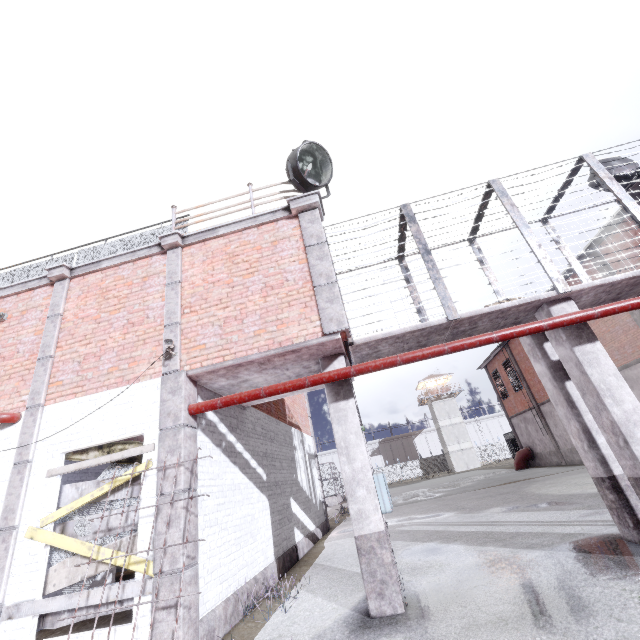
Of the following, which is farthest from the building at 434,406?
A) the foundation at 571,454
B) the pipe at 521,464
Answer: the foundation at 571,454

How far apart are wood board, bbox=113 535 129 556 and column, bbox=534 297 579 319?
7.30m

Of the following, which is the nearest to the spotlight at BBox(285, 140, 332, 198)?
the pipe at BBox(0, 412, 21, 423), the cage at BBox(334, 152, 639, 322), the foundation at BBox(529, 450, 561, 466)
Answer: the cage at BBox(334, 152, 639, 322)

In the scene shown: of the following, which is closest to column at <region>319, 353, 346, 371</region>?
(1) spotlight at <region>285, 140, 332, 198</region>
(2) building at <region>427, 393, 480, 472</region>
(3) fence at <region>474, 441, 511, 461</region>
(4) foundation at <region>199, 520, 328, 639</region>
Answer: (4) foundation at <region>199, 520, 328, 639</region>

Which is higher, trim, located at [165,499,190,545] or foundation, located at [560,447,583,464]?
trim, located at [165,499,190,545]

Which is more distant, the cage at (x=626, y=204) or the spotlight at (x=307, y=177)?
the spotlight at (x=307, y=177)

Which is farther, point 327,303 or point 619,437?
point 327,303

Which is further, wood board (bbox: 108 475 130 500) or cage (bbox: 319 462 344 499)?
cage (bbox: 319 462 344 499)
